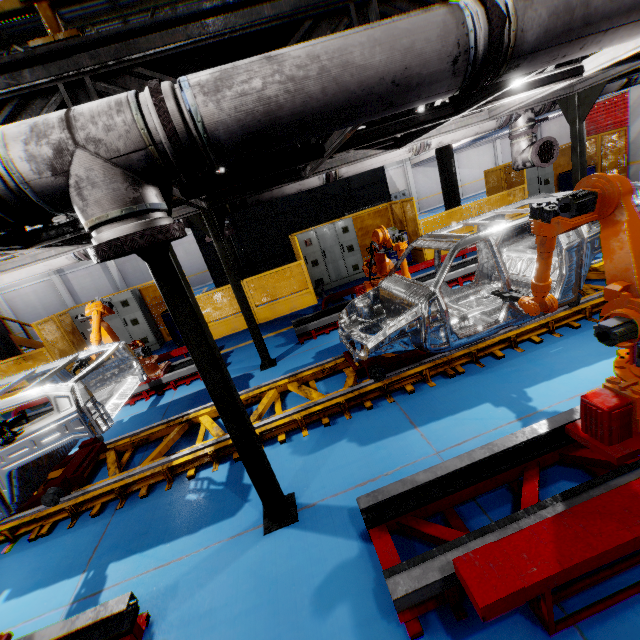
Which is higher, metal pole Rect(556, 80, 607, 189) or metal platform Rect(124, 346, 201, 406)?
metal pole Rect(556, 80, 607, 189)

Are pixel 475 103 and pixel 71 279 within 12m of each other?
no

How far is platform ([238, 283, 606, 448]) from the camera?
4.59m

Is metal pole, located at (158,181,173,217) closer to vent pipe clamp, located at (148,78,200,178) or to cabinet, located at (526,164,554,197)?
vent pipe clamp, located at (148,78,200,178)

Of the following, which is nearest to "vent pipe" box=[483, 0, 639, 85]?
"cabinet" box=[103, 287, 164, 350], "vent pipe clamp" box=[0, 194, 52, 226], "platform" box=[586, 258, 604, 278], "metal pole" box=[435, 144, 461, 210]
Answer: "vent pipe clamp" box=[0, 194, 52, 226]

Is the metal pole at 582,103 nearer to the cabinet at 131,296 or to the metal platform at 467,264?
the metal platform at 467,264

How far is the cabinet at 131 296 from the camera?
10.7 meters

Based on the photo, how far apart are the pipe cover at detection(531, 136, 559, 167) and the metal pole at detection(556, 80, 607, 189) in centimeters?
55cm
